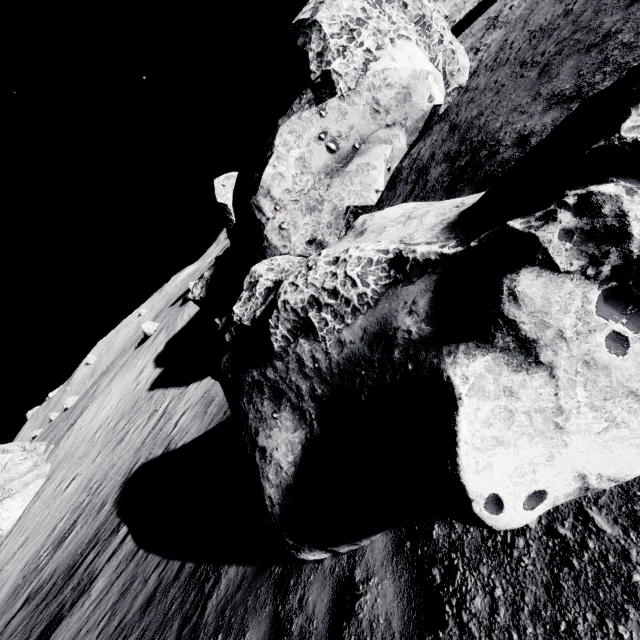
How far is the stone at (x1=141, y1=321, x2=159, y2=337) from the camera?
40.8m

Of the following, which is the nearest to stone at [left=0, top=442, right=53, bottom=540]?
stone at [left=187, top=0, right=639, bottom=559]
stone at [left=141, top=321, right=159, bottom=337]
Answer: stone at [left=141, top=321, right=159, bottom=337]

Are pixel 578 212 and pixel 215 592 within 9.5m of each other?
yes

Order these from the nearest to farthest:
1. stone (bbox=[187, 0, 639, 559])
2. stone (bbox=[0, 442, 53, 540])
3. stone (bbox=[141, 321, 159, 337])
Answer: stone (bbox=[187, 0, 639, 559]), stone (bbox=[0, 442, 53, 540]), stone (bbox=[141, 321, 159, 337])

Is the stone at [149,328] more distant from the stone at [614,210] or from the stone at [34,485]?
the stone at [614,210]

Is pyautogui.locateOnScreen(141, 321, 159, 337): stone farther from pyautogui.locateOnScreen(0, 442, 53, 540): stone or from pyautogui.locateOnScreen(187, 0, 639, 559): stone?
pyautogui.locateOnScreen(187, 0, 639, 559): stone

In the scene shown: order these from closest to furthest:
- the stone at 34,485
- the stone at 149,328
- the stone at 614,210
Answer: the stone at 614,210 < the stone at 34,485 < the stone at 149,328
